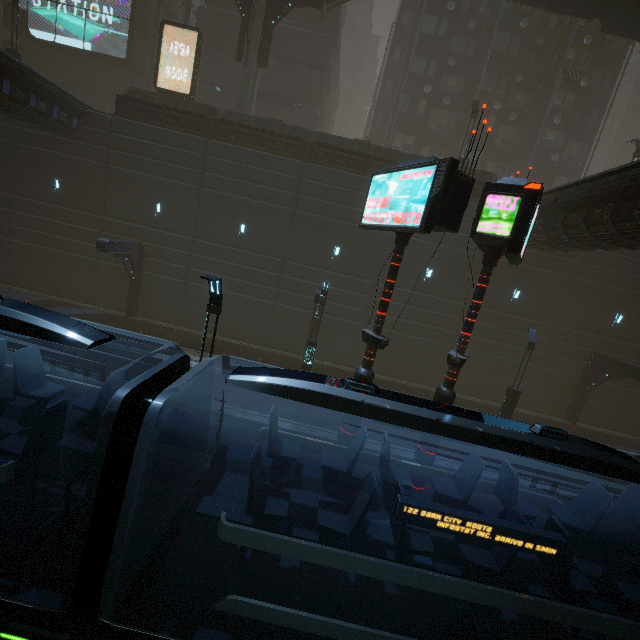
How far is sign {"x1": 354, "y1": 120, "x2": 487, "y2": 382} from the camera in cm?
693

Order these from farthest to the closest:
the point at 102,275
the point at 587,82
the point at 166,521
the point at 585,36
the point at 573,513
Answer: the point at 587,82 → the point at 585,36 → the point at 102,275 → the point at 573,513 → the point at 166,521

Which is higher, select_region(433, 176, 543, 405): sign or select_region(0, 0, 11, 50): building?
select_region(0, 0, 11, 50): building

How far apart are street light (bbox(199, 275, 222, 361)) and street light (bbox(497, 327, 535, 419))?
14.65m

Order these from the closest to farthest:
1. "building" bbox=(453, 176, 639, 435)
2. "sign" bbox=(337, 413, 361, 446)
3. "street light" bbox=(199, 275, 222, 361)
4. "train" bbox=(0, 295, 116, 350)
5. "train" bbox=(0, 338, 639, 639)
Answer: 1. "train" bbox=(0, 338, 639, 639)
2. "train" bbox=(0, 295, 116, 350)
3. "street light" bbox=(199, 275, 222, 361)
4. "sign" bbox=(337, 413, 361, 446)
5. "building" bbox=(453, 176, 639, 435)

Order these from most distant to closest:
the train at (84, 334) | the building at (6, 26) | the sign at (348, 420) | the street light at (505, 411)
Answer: the building at (6, 26)
the street light at (505, 411)
the sign at (348, 420)
the train at (84, 334)

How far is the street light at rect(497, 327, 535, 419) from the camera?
16.2 meters

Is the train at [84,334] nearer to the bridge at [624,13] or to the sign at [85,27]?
the bridge at [624,13]
